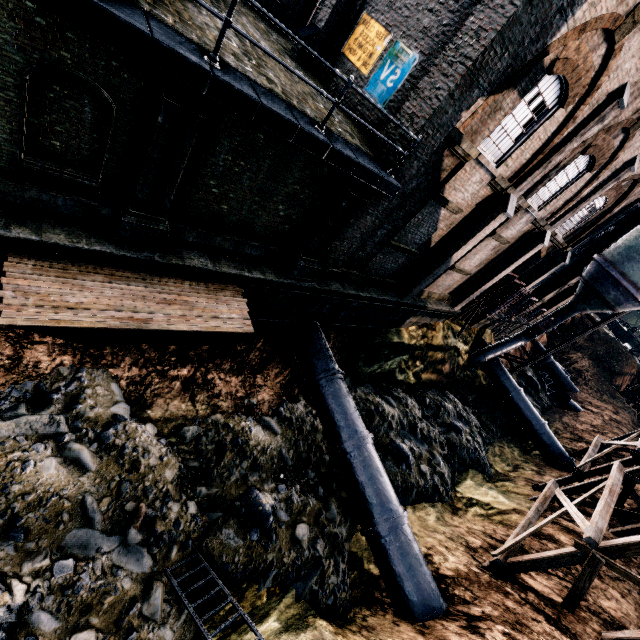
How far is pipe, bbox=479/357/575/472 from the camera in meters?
24.1

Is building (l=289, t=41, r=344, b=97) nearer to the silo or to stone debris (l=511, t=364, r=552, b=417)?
the silo

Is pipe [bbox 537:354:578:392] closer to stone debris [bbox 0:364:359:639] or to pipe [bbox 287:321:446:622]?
stone debris [bbox 0:364:359:639]

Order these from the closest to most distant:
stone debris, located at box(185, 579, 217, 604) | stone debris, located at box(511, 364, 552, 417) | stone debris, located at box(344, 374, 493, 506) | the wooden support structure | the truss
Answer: stone debris, located at box(185, 579, 217, 604) → the truss → stone debris, located at box(344, 374, 493, 506) → the wooden support structure → stone debris, located at box(511, 364, 552, 417)

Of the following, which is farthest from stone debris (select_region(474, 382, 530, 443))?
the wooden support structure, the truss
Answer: the truss

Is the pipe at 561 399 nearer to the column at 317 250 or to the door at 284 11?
the column at 317 250

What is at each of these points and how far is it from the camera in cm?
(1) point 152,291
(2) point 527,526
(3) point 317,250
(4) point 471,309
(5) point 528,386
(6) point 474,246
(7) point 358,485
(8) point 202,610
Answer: (1) wooden platform, 887
(2) wooden scaffolding, 1345
(3) column, 1184
(4) wooden support structure, 2512
(5) stone debris, 3506
(6) building, 1689
(7) pipe, 1191
(8) stone debris, 863

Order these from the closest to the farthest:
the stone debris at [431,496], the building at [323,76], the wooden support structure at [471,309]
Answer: the building at [323,76] < the stone debris at [431,496] < the wooden support structure at [471,309]
